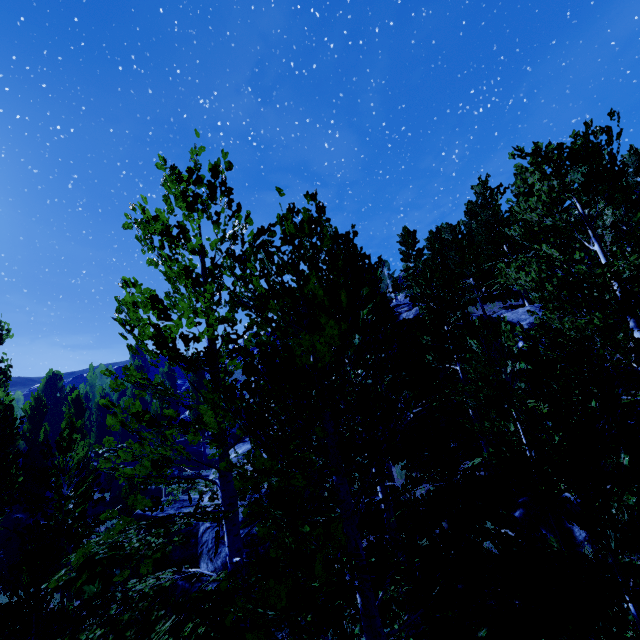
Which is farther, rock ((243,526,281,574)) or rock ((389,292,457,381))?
rock ((389,292,457,381))

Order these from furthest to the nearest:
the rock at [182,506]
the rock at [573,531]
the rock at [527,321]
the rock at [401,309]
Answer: the rock at [401,309]
the rock at [527,321]
the rock at [182,506]
the rock at [573,531]

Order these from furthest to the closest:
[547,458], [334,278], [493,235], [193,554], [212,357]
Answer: [493,235]
[193,554]
[334,278]
[212,357]
[547,458]

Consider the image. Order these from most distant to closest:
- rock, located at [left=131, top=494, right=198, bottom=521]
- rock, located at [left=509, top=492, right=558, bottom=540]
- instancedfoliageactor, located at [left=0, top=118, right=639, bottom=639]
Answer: rock, located at [left=131, top=494, right=198, bottom=521], rock, located at [left=509, top=492, right=558, bottom=540], instancedfoliageactor, located at [left=0, top=118, right=639, bottom=639]

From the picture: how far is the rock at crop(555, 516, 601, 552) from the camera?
7.8m

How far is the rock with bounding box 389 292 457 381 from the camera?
17.5m

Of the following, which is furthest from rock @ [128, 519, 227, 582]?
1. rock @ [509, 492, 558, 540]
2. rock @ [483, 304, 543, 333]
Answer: rock @ [509, 492, 558, 540]

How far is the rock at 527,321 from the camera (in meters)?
15.94
